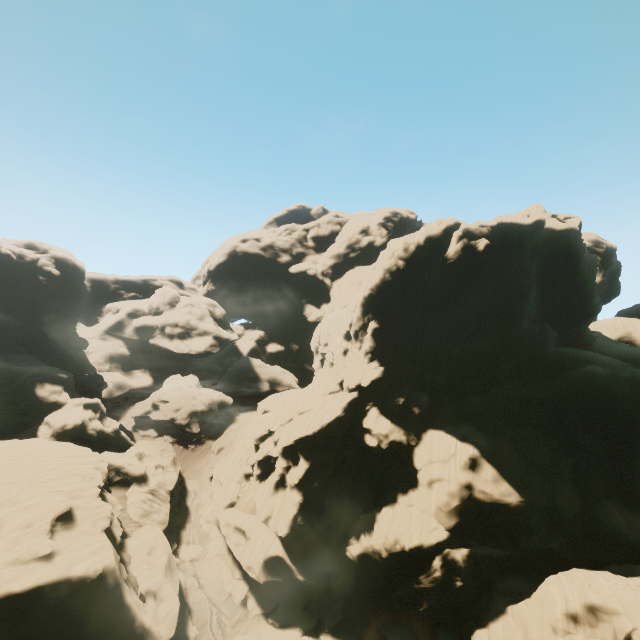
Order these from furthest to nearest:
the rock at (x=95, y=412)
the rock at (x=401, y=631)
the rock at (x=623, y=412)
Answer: the rock at (x=401, y=631) → the rock at (x=623, y=412) → the rock at (x=95, y=412)

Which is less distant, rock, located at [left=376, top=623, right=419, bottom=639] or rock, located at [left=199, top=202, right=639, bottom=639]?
rock, located at [left=199, top=202, right=639, bottom=639]

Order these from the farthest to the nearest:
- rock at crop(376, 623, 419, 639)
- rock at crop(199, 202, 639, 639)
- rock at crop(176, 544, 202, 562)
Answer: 1. rock at crop(176, 544, 202, 562)
2. rock at crop(376, 623, 419, 639)
3. rock at crop(199, 202, 639, 639)

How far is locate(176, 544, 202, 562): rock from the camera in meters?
37.7

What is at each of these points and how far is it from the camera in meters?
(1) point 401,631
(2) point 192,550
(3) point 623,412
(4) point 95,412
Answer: (1) rock, 30.5 m
(2) rock, 38.9 m
(3) rock, 34.5 m
(4) rock, 48.4 m

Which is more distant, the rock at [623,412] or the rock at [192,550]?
the rock at [192,550]
